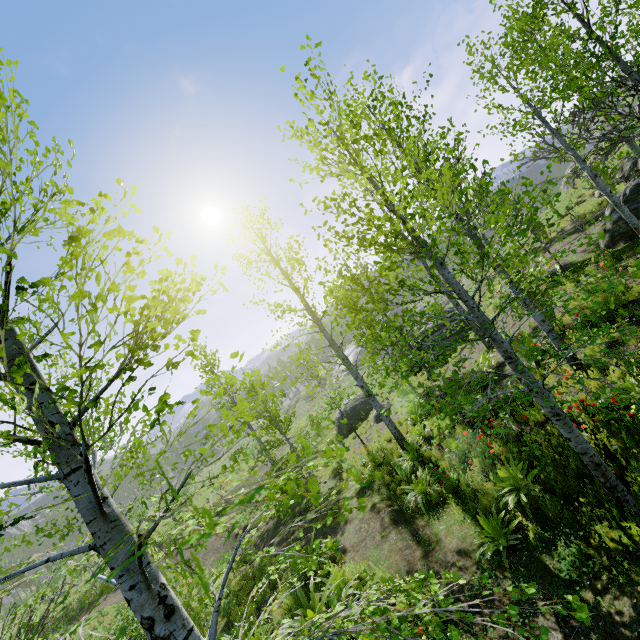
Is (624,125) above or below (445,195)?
below

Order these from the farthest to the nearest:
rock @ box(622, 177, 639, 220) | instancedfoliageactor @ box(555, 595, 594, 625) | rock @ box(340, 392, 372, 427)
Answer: rock @ box(340, 392, 372, 427)
rock @ box(622, 177, 639, 220)
instancedfoliageactor @ box(555, 595, 594, 625)

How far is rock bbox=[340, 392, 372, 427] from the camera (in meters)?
20.78

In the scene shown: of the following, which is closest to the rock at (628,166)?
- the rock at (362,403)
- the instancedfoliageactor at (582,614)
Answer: the instancedfoliageactor at (582,614)

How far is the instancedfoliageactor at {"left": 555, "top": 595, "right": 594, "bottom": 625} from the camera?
1.5m

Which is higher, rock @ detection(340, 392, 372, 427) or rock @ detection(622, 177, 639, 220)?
rock @ detection(622, 177, 639, 220)

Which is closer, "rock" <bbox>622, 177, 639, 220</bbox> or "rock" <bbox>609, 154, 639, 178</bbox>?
"rock" <bbox>622, 177, 639, 220</bbox>
